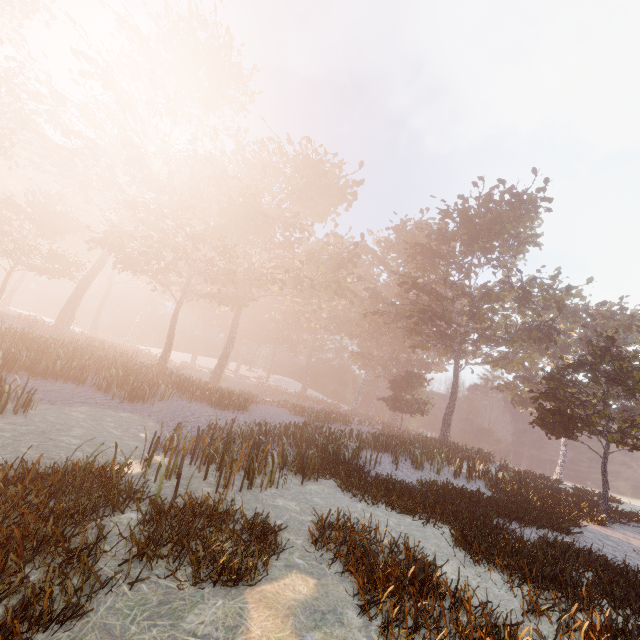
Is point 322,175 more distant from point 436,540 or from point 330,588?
point 330,588
